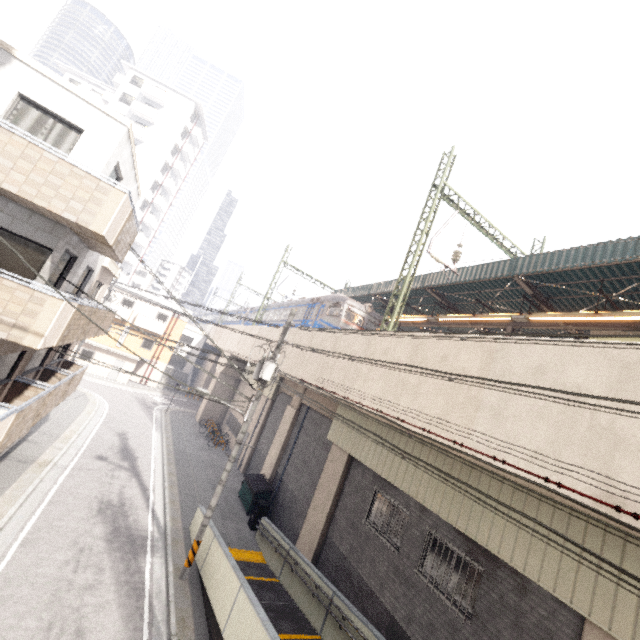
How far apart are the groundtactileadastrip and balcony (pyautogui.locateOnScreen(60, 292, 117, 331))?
8.8 meters

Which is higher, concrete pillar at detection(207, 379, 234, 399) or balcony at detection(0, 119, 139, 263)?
balcony at detection(0, 119, 139, 263)

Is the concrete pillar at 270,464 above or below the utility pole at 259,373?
below

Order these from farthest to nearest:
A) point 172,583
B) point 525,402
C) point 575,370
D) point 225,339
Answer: point 225,339 < point 172,583 < point 525,402 < point 575,370

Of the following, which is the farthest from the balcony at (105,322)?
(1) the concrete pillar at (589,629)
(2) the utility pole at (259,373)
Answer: (1) the concrete pillar at (589,629)

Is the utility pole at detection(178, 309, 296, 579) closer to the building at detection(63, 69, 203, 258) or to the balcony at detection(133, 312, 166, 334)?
the balcony at detection(133, 312, 166, 334)

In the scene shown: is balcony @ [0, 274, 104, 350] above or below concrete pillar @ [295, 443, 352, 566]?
above

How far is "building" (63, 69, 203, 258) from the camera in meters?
42.1 m
